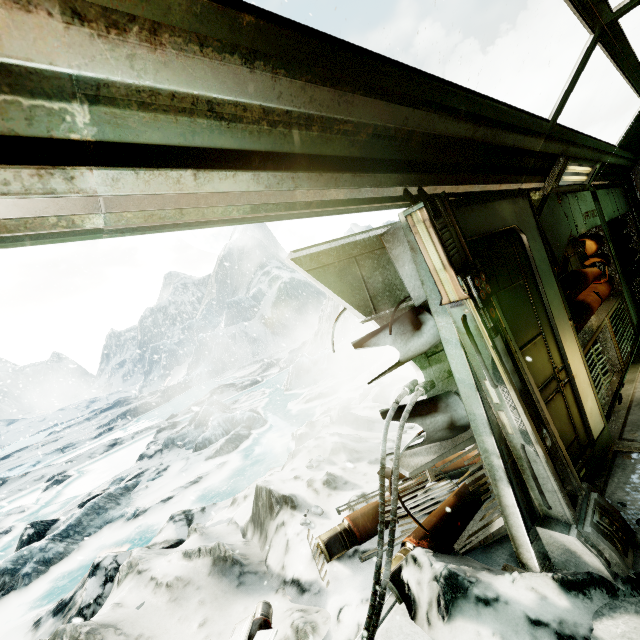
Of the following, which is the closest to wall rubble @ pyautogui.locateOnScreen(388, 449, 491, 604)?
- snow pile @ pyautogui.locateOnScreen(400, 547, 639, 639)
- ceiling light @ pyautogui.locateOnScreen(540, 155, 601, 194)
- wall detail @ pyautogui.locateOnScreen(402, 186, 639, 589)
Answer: snow pile @ pyautogui.locateOnScreen(400, 547, 639, 639)

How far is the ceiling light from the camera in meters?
3.6

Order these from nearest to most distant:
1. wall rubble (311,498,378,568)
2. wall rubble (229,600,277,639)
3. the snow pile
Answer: the snow pile
wall rubble (229,600,277,639)
wall rubble (311,498,378,568)

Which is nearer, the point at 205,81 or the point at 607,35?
the point at 205,81

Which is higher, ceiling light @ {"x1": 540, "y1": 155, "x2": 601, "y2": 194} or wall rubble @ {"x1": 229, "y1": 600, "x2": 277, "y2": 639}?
ceiling light @ {"x1": 540, "y1": 155, "x2": 601, "y2": 194}

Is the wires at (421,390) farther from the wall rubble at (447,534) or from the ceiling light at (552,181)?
the ceiling light at (552,181)

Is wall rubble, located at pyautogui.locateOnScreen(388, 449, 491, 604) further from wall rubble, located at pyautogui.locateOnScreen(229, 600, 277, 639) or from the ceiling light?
the ceiling light

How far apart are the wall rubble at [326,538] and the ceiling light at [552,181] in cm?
241
